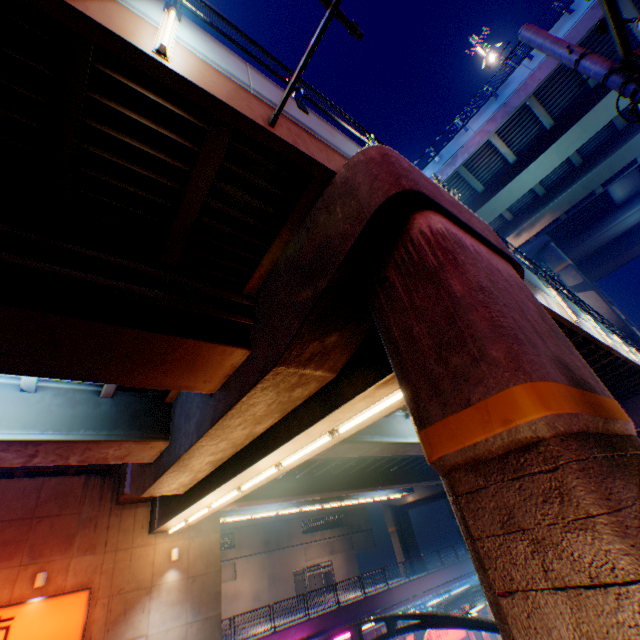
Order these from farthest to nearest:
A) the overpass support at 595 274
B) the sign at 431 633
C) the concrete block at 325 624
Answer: the overpass support at 595 274, the sign at 431 633, the concrete block at 325 624

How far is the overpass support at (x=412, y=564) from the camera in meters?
37.0

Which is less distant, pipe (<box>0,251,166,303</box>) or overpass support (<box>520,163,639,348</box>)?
pipe (<box>0,251,166,303</box>)

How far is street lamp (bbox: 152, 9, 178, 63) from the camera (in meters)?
3.87

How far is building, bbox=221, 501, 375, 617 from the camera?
36.2m

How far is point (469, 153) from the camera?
22.8m

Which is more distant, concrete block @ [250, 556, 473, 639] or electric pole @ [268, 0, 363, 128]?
concrete block @ [250, 556, 473, 639]

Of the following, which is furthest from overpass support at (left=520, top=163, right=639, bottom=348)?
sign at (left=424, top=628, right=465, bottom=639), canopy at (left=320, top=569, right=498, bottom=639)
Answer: sign at (left=424, top=628, right=465, bottom=639)
